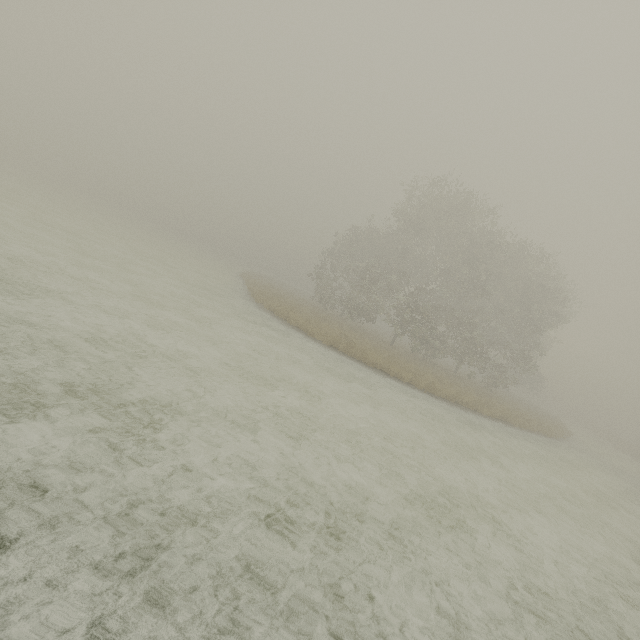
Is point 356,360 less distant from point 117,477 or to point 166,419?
point 166,419
